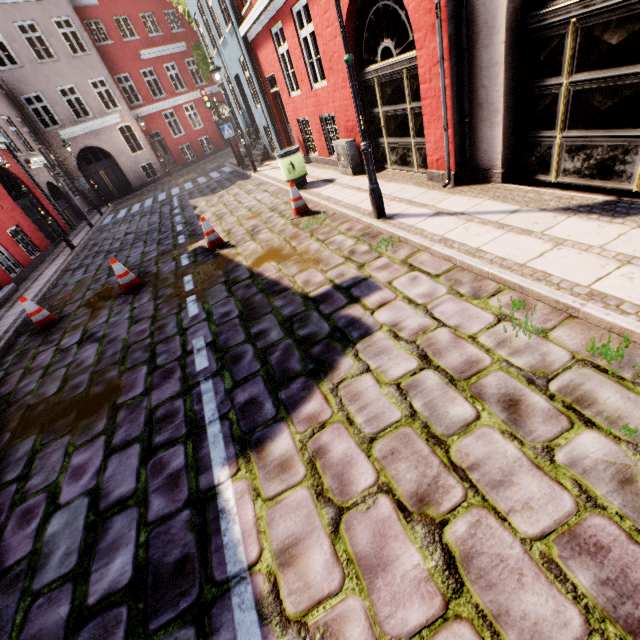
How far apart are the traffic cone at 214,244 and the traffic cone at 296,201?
1.57m

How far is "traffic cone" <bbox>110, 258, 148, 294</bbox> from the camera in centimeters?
681cm

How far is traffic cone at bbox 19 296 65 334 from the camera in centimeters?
661cm

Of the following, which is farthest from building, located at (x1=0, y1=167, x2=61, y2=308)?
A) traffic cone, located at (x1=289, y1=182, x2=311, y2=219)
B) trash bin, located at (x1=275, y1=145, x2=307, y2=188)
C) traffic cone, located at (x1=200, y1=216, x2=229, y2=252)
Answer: traffic cone, located at (x1=200, y1=216, x2=229, y2=252)

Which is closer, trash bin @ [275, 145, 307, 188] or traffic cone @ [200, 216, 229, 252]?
traffic cone @ [200, 216, 229, 252]

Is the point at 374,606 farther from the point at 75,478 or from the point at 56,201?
the point at 56,201

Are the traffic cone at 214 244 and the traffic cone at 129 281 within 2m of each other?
yes

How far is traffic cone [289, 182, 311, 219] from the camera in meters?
7.3
